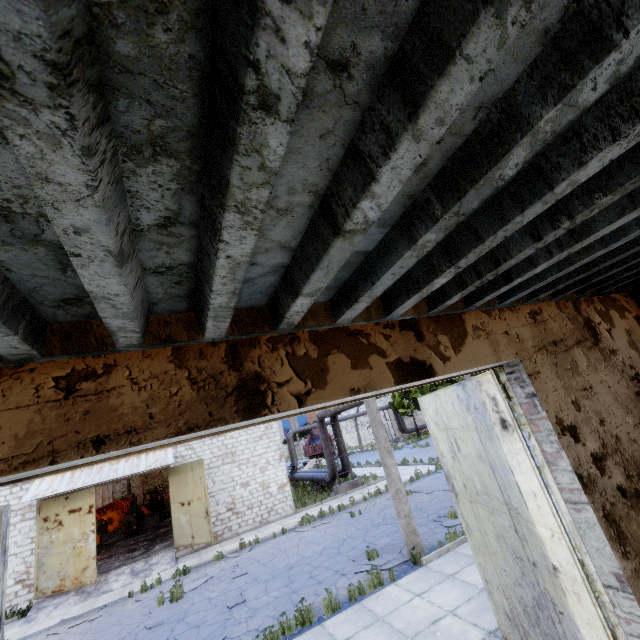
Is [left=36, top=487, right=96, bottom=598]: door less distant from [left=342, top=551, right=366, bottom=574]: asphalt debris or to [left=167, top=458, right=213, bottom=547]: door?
[left=167, top=458, right=213, bottom=547]: door

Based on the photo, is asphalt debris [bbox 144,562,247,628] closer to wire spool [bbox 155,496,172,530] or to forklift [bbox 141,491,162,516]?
wire spool [bbox 155,496,172,530]

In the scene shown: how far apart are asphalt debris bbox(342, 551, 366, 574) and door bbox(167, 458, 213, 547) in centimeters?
864cm

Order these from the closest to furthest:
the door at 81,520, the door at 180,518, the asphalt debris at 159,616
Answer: the asphalt debris at 159,616 < the door at 81,520 < the door at 180,518

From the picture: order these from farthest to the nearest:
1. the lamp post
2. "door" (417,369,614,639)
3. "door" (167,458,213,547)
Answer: "door" (167,458,213,547), the lamp post, "door" (417,369,614,639)

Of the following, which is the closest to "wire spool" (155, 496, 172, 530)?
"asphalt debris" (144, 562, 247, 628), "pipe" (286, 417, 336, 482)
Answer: "pipe" (286, 417, 336, 482)

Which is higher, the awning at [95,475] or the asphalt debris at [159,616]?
the awning at [95,475]

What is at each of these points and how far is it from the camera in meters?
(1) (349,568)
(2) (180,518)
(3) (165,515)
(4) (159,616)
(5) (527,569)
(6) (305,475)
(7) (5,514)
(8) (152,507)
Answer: (1) asphalt debris, 9.4
(2) door, 16.5
(3) wire spool, 28.5
(4) asphalt debris, 9.6
(5) door, 4.0
(6) pipe, 25.4
(7) door, 3.7
(8) forklift, 36.1
